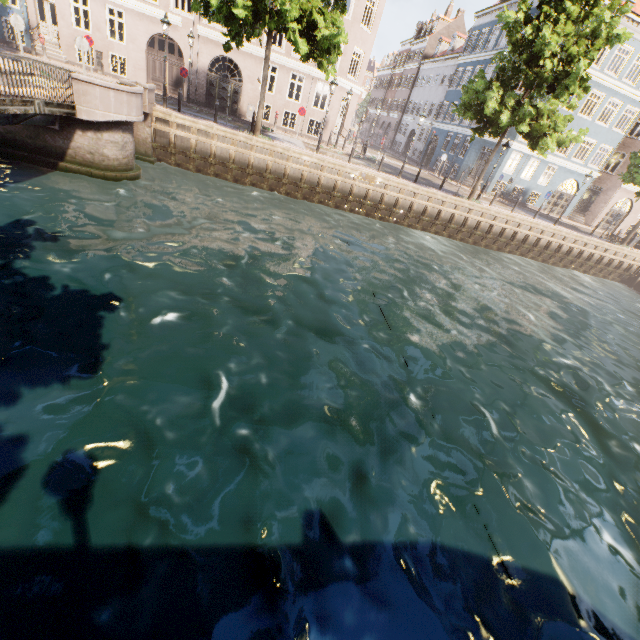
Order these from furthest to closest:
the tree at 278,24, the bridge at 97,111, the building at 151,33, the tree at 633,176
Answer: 1. the tree at 633,176
2. the building at 151,33
3. the tree at 278,24
4. the bridge at 97,111

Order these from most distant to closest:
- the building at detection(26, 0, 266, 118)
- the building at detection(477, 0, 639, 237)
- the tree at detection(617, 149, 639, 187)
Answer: the building at detection(477, 0, 639, 237) < the tree at detection(617, 149, 639, 187) < the building at detection(26, 0, 266, 118)

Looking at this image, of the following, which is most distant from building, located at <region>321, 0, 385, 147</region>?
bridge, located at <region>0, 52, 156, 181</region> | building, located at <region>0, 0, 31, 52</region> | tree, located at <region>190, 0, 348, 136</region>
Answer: building, located at <region>0, 0, 31, 52</region>

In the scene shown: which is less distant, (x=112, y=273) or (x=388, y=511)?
(x=388, y=511)

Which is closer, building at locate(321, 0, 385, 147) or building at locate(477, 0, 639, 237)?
building at locate(321, 0, 385, 147)

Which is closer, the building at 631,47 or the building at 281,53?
the building at 281,53

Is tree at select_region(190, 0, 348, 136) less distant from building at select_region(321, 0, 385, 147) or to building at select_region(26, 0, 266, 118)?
building at select_region(26, 0, 266, 118)

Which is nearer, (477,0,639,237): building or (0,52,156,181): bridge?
(0,52,156,181): bridge
